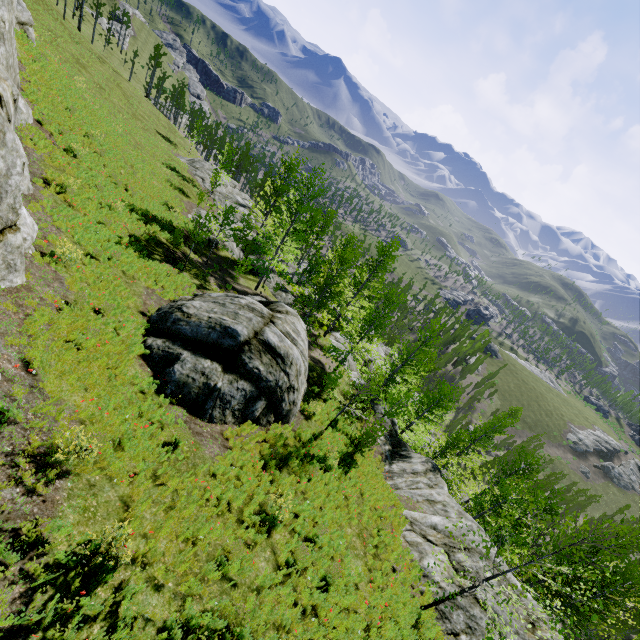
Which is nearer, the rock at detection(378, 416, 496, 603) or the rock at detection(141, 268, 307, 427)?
the rock at detection(141, 268, 307, 427)

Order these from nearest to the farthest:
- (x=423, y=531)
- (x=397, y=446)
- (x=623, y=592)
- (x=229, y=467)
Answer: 1. (x=229, y=467)
2. (x=623, y=592)
3. (x=423, y=531)
4. (x=397, y=446)

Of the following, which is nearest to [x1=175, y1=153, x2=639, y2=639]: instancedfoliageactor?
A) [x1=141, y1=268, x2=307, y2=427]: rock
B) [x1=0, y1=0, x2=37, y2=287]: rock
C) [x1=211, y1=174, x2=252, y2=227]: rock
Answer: [x1=0, y1=0, x2=37, y2=287]: rock

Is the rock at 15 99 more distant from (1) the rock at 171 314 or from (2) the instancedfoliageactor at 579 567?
(1) the rock at 171 314

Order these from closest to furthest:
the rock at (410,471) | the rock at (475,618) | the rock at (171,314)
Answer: the rock at (475,618) → the rock at (171,314) → the rock at (410,471)

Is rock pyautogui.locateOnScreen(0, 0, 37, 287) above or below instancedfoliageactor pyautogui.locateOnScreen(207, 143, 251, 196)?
above
